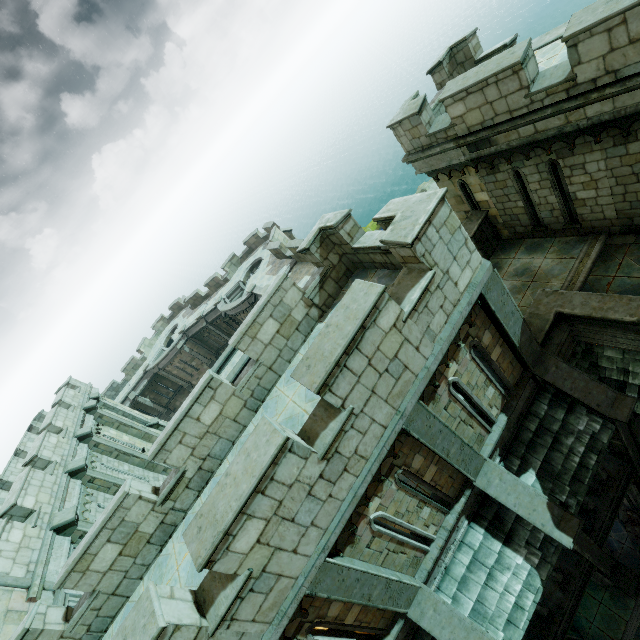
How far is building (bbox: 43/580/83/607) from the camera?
8.9 meters

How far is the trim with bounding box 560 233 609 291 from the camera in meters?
9.4

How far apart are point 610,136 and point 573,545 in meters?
9.5

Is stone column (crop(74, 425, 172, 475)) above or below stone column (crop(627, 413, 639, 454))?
above

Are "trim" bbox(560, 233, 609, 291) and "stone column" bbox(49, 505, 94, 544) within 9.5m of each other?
no

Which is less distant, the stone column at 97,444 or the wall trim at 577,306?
the wall trim at 577,306

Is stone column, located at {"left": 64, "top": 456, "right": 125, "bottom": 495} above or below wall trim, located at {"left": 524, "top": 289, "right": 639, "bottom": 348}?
above

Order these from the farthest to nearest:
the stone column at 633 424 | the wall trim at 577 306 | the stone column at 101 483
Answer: the stone column at 101 483
the stone column at 633 424
the wall trim at 577 306
